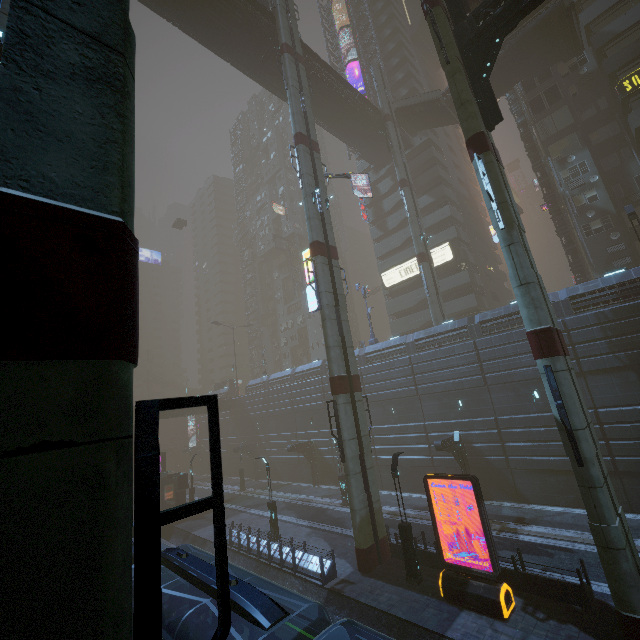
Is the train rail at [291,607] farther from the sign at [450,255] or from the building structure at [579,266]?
the building structure at [579,266]

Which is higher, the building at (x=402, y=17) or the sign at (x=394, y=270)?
the building at (x=402, y=17)

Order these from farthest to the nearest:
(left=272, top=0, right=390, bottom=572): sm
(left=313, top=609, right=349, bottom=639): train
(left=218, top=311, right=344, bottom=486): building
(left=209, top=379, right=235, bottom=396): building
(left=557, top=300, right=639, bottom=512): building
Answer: (left=209, top=379, right=235, bottom=396): building < (left=218, top=311, right=344, bottom=486): building < (left=557, top=300, right=639, bottom=512): building < (left=272, top=0, right=390, bottom=572): sm < (left=313, top=609, right=349, bottom=639): train

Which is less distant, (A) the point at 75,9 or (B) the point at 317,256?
(A) the point at 75,9

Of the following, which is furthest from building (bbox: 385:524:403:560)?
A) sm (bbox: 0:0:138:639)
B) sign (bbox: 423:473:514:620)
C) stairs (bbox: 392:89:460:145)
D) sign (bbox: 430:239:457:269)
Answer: sign (bbox: 423:473:514:620)

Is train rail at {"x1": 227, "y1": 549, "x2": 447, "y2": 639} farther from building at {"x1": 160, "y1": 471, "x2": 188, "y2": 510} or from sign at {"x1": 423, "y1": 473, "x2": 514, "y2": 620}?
sign at {"x1": 423, "y1": 473, "x2": 514, "y2": 620}

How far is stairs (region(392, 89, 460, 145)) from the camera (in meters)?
35.75

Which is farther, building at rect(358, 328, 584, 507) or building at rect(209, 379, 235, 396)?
building at rect(209, 379, 235, 396)
